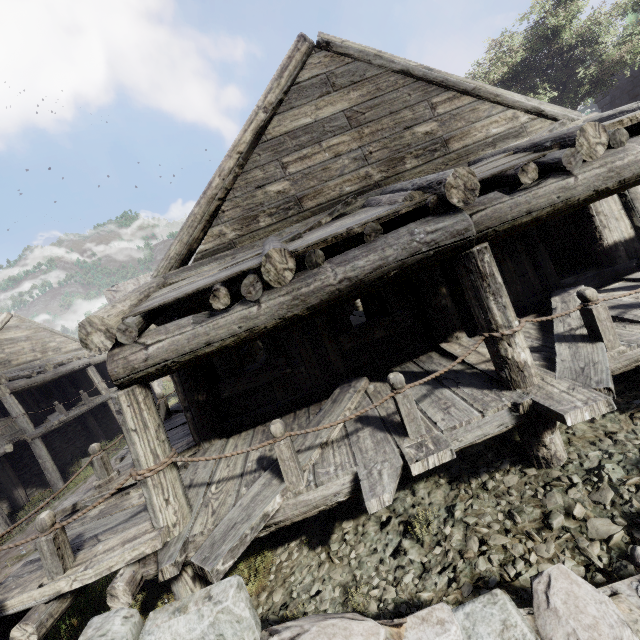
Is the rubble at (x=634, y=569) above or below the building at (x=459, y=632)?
below

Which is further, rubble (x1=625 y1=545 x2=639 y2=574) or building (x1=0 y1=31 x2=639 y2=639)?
building (x1=0 y1=31 x2=639 y2=639)

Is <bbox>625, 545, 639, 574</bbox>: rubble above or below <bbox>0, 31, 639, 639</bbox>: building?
below

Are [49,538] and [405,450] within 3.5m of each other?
no

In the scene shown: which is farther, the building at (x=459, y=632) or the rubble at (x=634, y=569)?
the building at (x=459, y=632)
